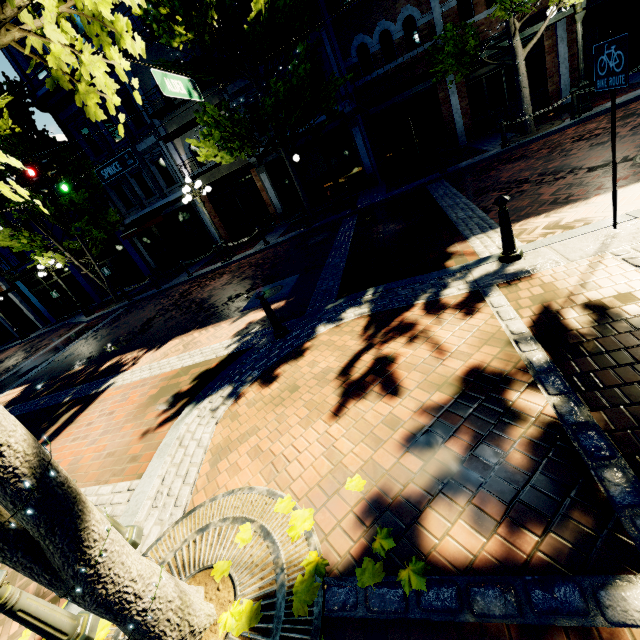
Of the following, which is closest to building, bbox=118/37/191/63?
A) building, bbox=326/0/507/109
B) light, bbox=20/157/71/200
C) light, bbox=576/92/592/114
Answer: building, bbox=326/0/507/109

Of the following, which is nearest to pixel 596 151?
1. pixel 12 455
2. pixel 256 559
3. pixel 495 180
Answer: pixel 495 180

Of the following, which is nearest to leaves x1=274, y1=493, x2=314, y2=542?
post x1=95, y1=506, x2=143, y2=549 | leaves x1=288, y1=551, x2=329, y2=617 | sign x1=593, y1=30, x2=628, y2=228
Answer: leaves x1=288, y1=551, x2=329, y2=617

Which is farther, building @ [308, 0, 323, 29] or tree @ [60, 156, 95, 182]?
tree @ [60, 156, 95, 182]

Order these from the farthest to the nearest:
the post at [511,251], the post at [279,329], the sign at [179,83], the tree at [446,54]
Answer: the tree at [446,54] < the sign at [179,83] < the post at [279,329] < the post at [511,251]

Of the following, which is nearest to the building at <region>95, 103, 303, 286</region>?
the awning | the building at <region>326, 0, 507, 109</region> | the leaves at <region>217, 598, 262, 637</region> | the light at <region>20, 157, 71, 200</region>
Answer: the awning

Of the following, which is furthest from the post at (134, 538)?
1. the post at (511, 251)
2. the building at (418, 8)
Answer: the post at (511, 251)

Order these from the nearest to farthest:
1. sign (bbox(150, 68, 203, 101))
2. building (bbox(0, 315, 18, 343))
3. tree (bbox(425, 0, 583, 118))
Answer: sign (bbox(150, 68, 203, 101))
tree (bbox(425, 0, 583, 118))
building (bbox(0, 315, 18, 343))
